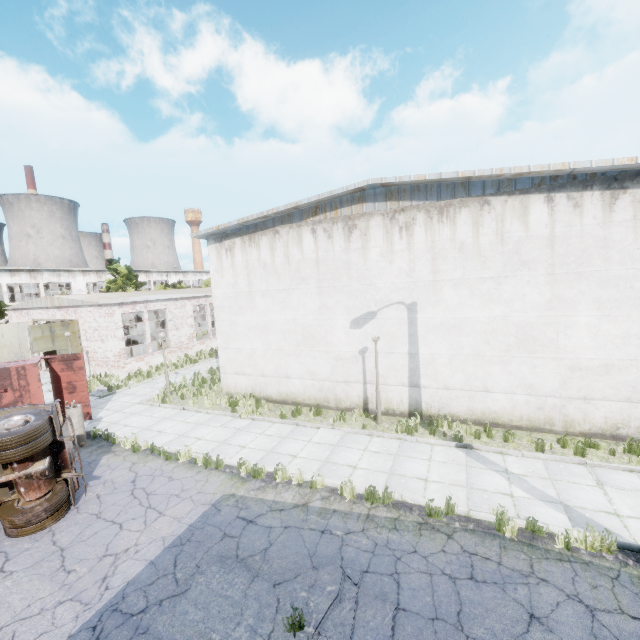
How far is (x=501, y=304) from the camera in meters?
10.7

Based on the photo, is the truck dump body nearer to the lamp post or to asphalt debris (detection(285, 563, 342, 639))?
the lamp post

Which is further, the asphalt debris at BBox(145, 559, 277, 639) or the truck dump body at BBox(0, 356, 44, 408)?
the truck dump body at BBox(0, 356, 44, 408)

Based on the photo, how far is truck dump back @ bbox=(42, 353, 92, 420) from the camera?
13.75m

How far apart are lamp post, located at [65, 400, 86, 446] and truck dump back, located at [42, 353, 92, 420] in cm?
179

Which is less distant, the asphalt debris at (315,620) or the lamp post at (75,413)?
the asphalt debris at (315,620)

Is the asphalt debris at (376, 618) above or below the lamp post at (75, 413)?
below

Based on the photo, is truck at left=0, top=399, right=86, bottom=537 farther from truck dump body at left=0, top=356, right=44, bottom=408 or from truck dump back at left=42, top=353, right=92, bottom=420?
truck dump back at left=42, top=353, right=92, bottom=420
